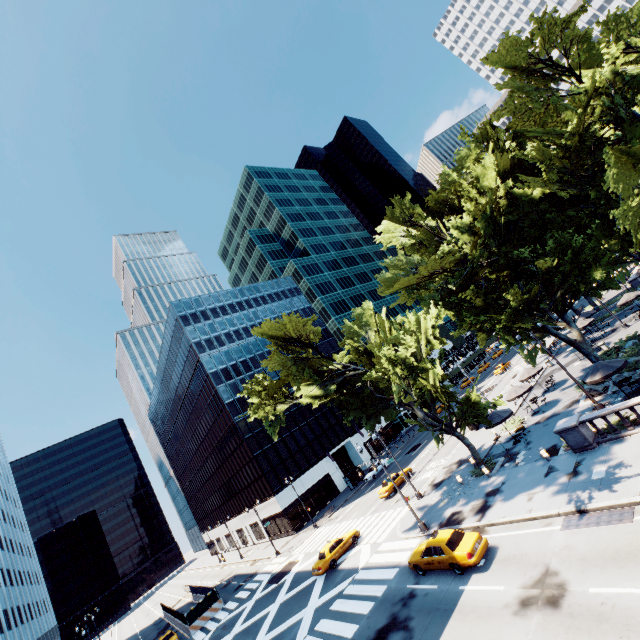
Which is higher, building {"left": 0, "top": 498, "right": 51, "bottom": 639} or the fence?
building {"left": 0, "top": 498, "right": 51, "bottom": 639}

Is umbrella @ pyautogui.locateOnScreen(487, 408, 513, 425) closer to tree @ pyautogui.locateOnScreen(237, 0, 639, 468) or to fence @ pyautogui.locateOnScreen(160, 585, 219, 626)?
tree @ pyautogui.locateOnScreen(237, 0, 639, 468)

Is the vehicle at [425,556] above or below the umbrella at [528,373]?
below

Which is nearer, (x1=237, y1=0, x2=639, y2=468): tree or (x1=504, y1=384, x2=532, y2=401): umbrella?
(x1=237, y1=0, x2=639, y2=468): tree

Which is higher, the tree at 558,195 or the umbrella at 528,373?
the tree at 558,195

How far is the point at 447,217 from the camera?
34.4m

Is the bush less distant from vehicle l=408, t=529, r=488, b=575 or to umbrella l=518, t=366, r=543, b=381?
umbrella l=518, t=366, r=543, b=381

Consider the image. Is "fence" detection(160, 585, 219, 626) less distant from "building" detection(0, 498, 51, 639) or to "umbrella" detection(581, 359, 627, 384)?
"building" detection(0, 498, 51, 639)
